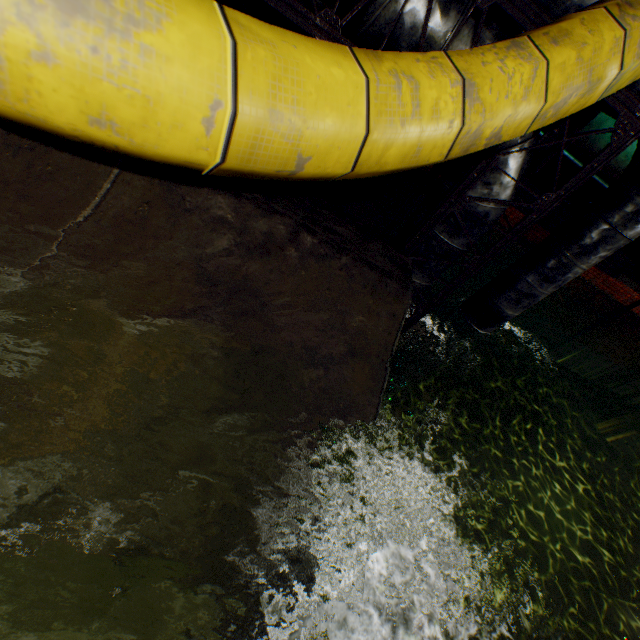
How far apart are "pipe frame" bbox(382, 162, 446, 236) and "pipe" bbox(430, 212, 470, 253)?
0.0m

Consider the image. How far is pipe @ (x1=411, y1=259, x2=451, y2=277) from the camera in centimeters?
306cm

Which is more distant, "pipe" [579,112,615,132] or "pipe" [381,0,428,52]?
"pipe" [579,112,615,132]

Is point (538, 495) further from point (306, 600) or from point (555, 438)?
point (306, 600)

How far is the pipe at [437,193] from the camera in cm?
248
